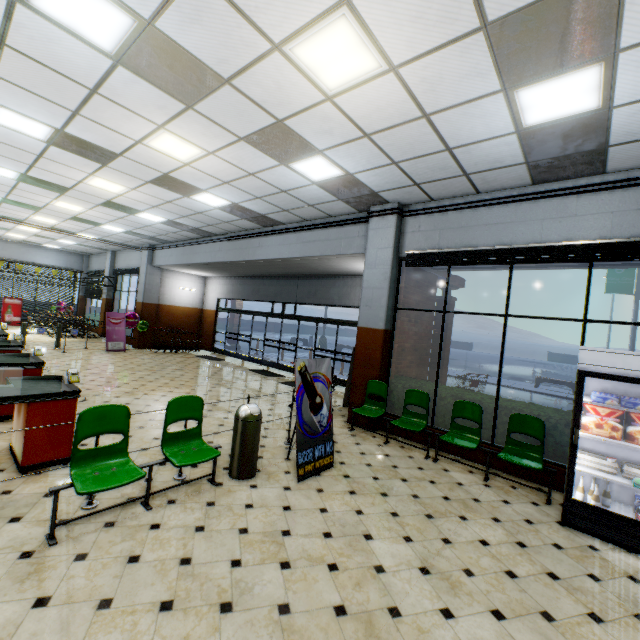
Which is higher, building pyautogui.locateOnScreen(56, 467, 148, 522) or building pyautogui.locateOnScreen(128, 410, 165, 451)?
building pyautogui.locateOnScreen(128, 410, 165, 451)

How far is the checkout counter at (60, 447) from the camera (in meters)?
3.90

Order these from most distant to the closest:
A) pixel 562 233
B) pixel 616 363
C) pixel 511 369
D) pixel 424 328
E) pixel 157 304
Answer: pixel 511 369, pixel 157 304, pixel 424 328, pixel 562 233, pixel 616 363

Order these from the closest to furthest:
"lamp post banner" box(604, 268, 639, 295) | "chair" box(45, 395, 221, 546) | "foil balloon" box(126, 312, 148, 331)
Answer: "chair" box(45, 395, 221, 546), "foil balloon" box(126, 312, 148, 331), "lamp post banner" box(604, 268, 639, 295)

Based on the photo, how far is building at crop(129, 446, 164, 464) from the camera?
4.55m

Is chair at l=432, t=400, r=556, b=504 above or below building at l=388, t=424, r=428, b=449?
above

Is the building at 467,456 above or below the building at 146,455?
above
